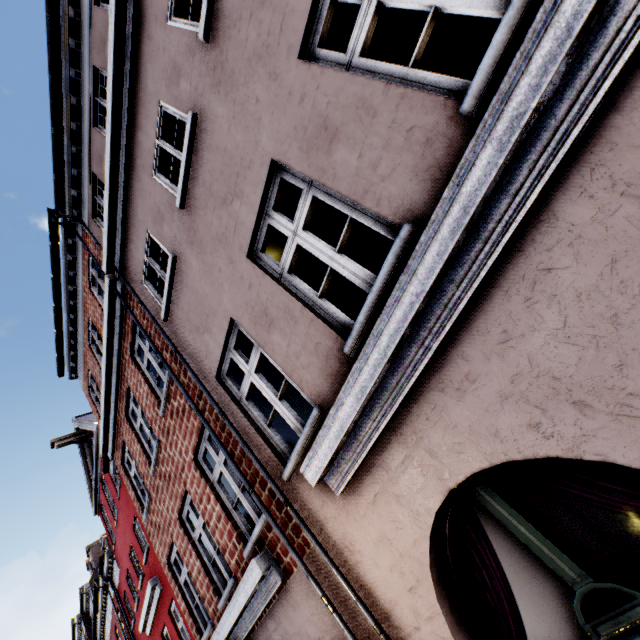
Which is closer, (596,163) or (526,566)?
(596,163)
